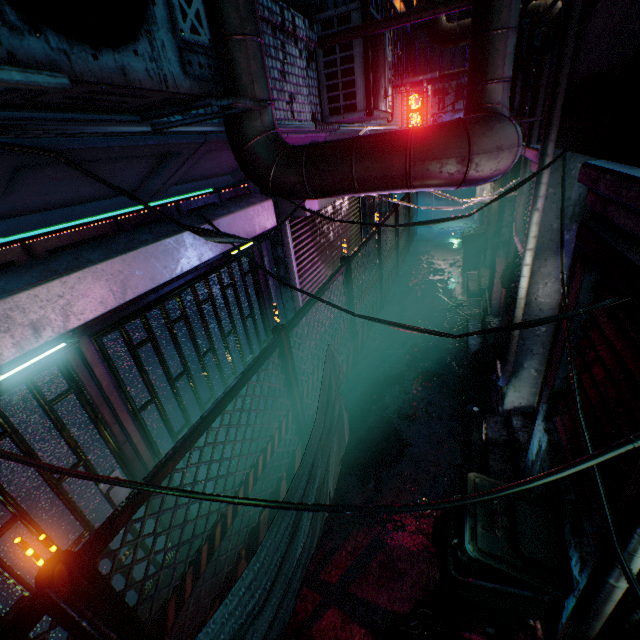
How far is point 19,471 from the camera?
2.2 meters

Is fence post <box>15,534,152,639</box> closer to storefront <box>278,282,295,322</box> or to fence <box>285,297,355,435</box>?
fence <box>285,297,355,435</box>

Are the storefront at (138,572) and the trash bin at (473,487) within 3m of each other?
yes

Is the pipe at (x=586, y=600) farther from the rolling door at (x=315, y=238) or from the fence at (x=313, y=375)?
the rolling door at (x=315, y=238)

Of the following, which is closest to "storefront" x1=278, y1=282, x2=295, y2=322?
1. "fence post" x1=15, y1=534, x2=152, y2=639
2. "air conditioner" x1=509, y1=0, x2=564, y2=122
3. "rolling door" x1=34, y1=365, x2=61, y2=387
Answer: "air conditioner" x1=509, y1=0, x2=564, y2=122

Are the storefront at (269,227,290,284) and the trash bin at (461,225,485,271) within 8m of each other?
yes

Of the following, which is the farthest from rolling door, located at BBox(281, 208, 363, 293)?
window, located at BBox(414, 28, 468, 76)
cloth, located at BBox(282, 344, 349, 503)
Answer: window, located at BBox(414, 28, 468, 76)

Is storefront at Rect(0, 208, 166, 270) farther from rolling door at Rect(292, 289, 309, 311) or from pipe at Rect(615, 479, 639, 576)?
pipe at Rect(615, 479, 639, 576)
